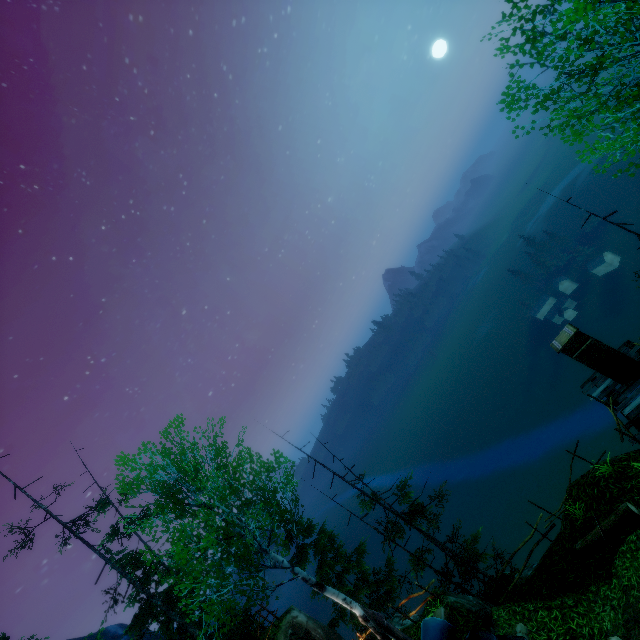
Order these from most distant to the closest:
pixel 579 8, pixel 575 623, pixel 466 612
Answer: pixel 466 612 < pixel 575 623 < pixel 579 8

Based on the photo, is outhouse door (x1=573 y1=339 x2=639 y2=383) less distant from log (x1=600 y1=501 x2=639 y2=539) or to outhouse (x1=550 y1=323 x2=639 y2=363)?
outhouse (x1=550 y1=323 x2=639 y2=363)

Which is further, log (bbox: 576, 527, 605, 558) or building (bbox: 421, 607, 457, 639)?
log (bbox: 576, 527, 605, 558)

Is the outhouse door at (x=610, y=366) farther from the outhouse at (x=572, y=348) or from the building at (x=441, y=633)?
the building at (x=441, y=633)

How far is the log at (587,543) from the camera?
9.39m

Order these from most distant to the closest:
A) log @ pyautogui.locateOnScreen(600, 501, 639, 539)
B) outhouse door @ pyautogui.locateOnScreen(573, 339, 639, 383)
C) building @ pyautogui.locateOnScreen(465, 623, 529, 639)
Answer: outhouse door @ pyautogui.locateOnScreen(573, 339, 639, 383) < log @ pyautogui.locateOnScreen(600, 501, 639, 539) < building @ pyautogui.locateOnScreen(465, 623, 529, 639)

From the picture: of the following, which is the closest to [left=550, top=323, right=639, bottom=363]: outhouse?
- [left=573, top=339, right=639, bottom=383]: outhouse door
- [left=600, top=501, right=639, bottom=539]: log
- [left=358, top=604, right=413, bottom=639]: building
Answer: [left=573, top=339, right=639, bottom=383]: outhouse door

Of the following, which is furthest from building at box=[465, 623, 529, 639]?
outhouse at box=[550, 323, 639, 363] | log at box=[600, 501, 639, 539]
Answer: outhouse at box=[550, 323, 639, 363]
